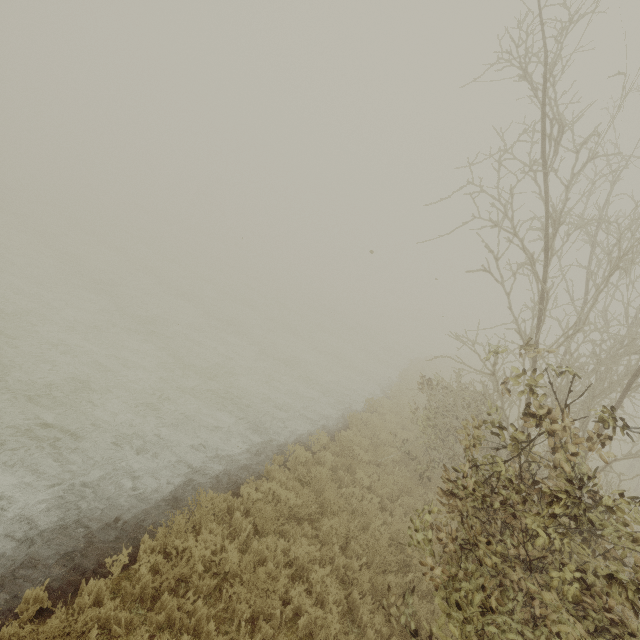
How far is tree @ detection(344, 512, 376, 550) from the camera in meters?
6.8 m

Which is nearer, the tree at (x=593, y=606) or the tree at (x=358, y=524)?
the tree at (x=593, y=606)

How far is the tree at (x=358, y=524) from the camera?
6.79m

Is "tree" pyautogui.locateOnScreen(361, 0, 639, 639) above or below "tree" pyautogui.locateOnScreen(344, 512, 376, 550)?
above

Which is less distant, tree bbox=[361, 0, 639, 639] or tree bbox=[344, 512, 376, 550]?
tree bbox=[361, 0, 639, 639]

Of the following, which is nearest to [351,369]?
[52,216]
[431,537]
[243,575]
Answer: [243,575]
